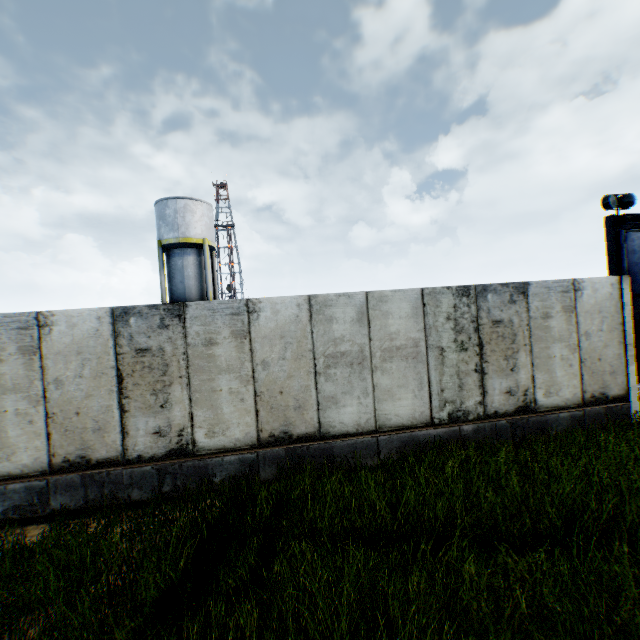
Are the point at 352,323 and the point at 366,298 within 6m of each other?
yes

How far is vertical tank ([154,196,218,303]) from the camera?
22.7 meters

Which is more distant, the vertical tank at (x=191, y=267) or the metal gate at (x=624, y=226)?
the vertical tank at (x=191, y=267)

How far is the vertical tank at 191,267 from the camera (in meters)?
22.67

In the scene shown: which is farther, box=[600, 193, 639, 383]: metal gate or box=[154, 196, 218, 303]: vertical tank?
box=[154, 196, 218, 303]: vertical tank
